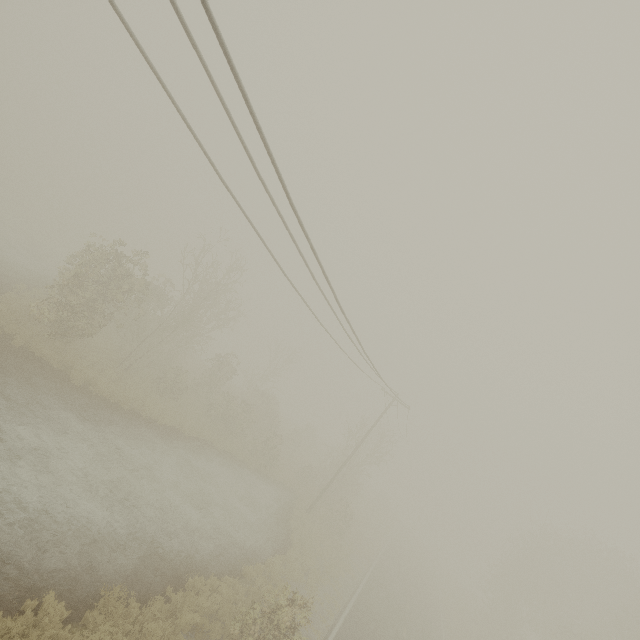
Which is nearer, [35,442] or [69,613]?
[69,613]
